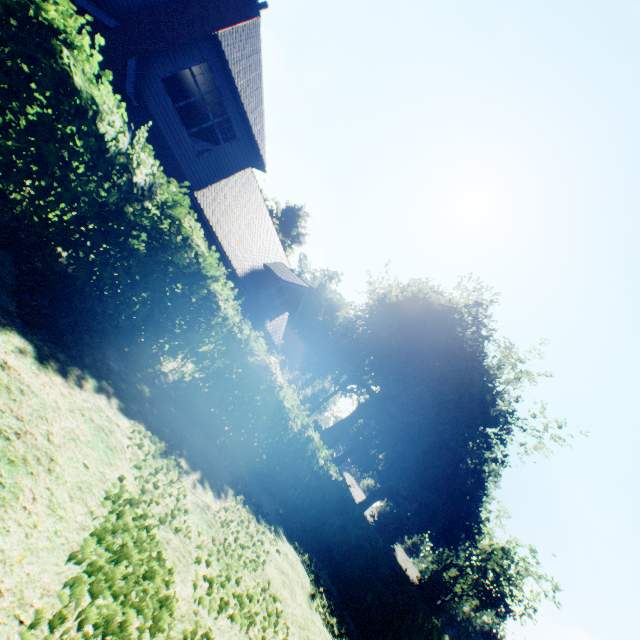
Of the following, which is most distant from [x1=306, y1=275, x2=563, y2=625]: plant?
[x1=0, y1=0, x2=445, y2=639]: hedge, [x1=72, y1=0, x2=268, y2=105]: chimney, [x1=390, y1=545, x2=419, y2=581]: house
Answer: [x1=72, y1=0, x2=268, y2=105]: chimney

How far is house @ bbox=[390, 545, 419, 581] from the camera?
50.31m

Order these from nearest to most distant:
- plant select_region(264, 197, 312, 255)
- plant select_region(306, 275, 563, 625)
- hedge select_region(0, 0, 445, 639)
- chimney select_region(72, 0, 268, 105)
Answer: hedge select_region(0, 0, 445, 639)
chimney select_region(72, 0, 268, 105)
plant select_region(306, 275, 563, 625)
plant select_region(264, 197, 312, 255)

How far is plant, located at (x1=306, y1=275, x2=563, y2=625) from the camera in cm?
3084

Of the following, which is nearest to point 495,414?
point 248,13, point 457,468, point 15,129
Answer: point 457,468

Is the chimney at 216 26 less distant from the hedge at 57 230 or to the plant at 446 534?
the hedge at 57 230

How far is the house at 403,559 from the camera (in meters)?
50.31
